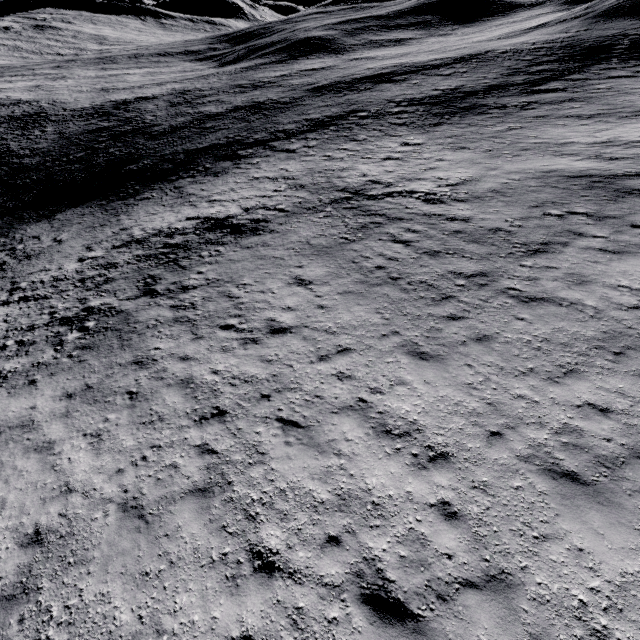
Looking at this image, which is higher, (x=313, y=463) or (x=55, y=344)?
(x=313, y=463)
